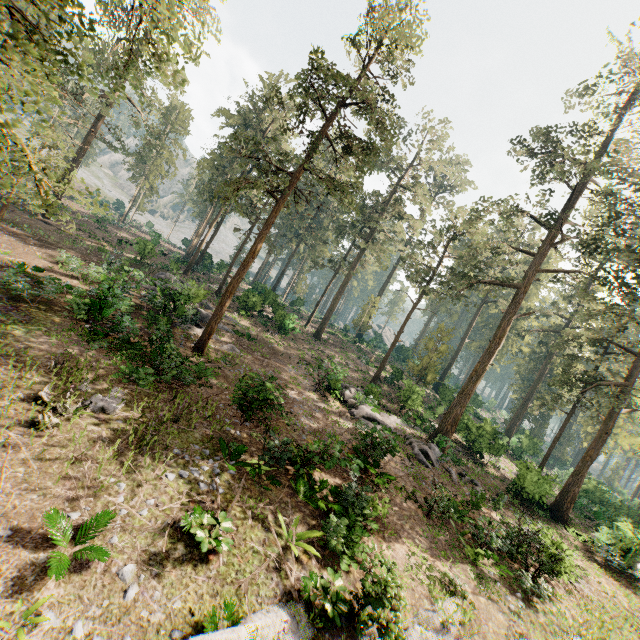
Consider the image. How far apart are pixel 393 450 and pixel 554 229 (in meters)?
21.45

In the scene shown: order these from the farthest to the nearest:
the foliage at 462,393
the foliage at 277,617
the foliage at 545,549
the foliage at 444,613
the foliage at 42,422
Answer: the foliage at 462,393 → the foliage at 545,549 → the foliage at 42,422 → the foliage at 444,613 → the foliage at 277,617

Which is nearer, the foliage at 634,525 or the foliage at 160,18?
the foliage at 160,18

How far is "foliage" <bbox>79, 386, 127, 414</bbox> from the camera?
10.47m

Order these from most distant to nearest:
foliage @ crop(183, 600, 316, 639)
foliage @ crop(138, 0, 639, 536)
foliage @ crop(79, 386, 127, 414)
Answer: foliage @ crop(138, 0, 639, 536), foliage @ crop(79, 386, 127, 414), foliage @ crop(183, 600, 316, 639)

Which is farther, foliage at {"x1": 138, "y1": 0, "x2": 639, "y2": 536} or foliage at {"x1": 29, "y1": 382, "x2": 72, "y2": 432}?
foliage at {"x1": 138, "y1": 0, "x2": 639, "y2": 536}
